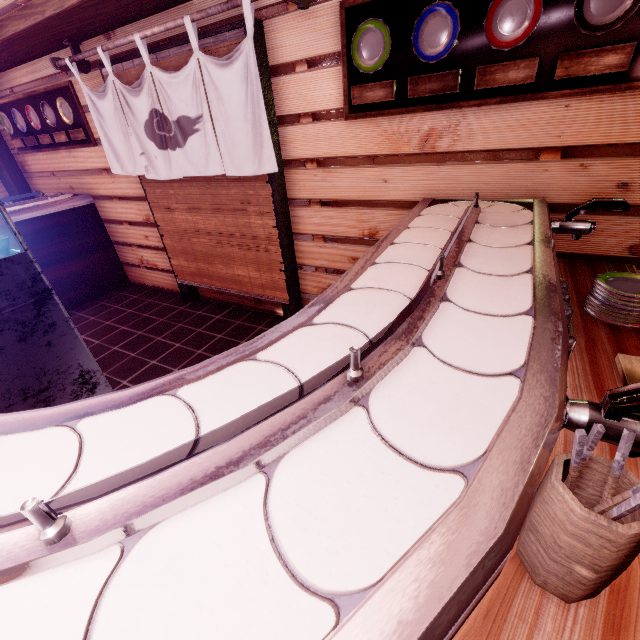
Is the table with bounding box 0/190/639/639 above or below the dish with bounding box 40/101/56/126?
below

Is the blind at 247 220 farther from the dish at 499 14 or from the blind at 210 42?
the dish at 499 14

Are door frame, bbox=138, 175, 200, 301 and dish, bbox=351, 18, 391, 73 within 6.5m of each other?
yes

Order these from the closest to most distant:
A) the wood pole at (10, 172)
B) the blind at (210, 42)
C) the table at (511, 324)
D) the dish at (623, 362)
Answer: the table at (511, 324) < the dish at (623, 362) < the blind at (210, 42) < the wood pole at (10, 172)

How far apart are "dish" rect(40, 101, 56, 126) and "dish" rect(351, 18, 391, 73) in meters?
7.2

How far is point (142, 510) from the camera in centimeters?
100cm

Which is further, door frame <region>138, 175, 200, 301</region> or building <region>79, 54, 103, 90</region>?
door frame <region>138, 175, 200, 301</region>

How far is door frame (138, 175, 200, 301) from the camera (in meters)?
6.89
